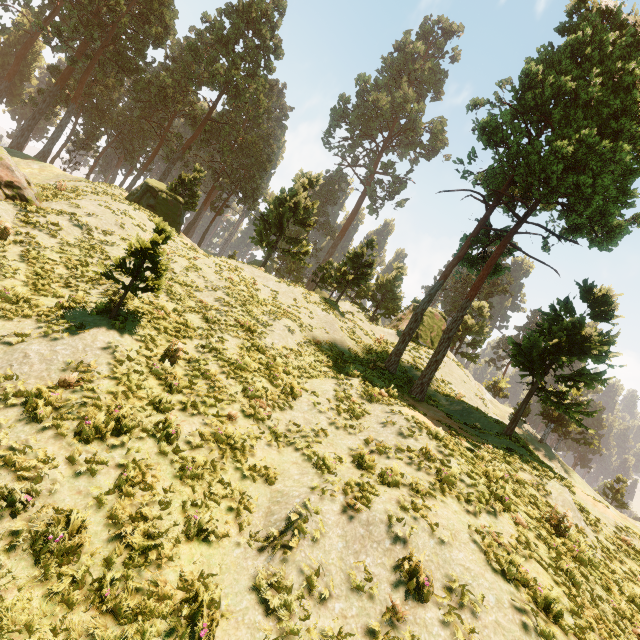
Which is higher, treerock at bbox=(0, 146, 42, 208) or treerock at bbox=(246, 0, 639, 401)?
treerock at bbox=(246, 0, 639, 401)

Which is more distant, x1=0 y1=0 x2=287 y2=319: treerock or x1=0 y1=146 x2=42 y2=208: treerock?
x1=0 y1=0 x2=287 y2=319: treerock

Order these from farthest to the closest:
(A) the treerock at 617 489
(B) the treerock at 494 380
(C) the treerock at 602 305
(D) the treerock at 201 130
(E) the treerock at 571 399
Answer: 1. (B) the treerock at 494 380
2. (A) the treerock at 617 489
3. (D) the treerock at 201 130
4. (C) the treerock at 602 305
5. (E) the treerock at 571 399

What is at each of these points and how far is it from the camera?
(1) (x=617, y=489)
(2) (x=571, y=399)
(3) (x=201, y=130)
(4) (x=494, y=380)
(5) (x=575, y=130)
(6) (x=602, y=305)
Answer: (1) treerock, 42.59m
(2) treerock, 35.44m
(3) treerock, 39.31m
(4) treerock, 46.84m
(5) treerock, 15.96m
(6) treerock, 15.51m

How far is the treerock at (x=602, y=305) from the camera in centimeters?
1498cm

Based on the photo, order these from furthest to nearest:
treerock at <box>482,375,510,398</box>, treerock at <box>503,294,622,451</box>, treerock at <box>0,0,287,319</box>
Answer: treerock at <box>482,375,510,398</box> → treerock at <box>0,0,287,319</box> → treerock at <box>503,294,622,451</box>
